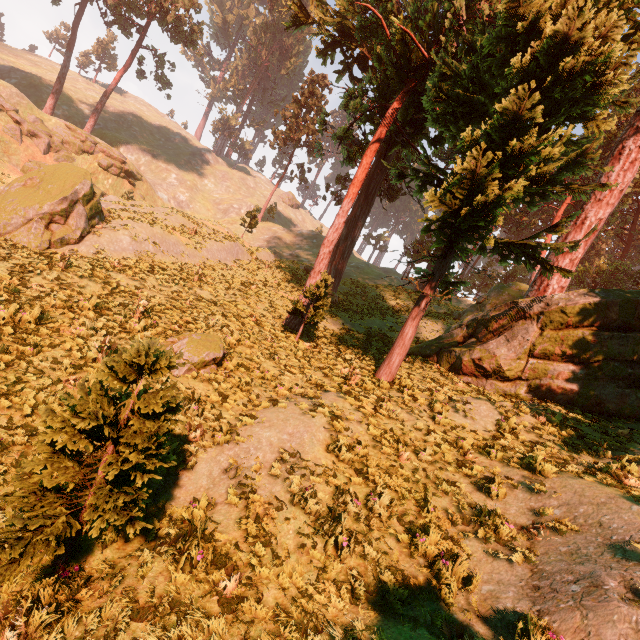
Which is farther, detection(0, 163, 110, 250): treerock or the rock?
the rock

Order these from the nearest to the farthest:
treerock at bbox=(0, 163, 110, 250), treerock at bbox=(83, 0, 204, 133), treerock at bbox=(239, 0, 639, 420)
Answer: treerock at bbox=(239, 0, 639, 420), treerock at bbox=(0, 163, 110, 250), treerock at bbox=(83, 0, 204, 133)

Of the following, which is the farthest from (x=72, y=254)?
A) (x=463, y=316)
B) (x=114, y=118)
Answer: (x=114, y=118)

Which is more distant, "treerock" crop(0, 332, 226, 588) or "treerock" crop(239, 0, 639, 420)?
"treerock" crop(239, 0, 639, 420)

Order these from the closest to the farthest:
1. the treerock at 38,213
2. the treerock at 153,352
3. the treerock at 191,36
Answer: the treerock at 153,352
the treerock at 38,213
the treerock at 191,36

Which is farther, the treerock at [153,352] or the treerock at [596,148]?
the treerock at [596,148]
